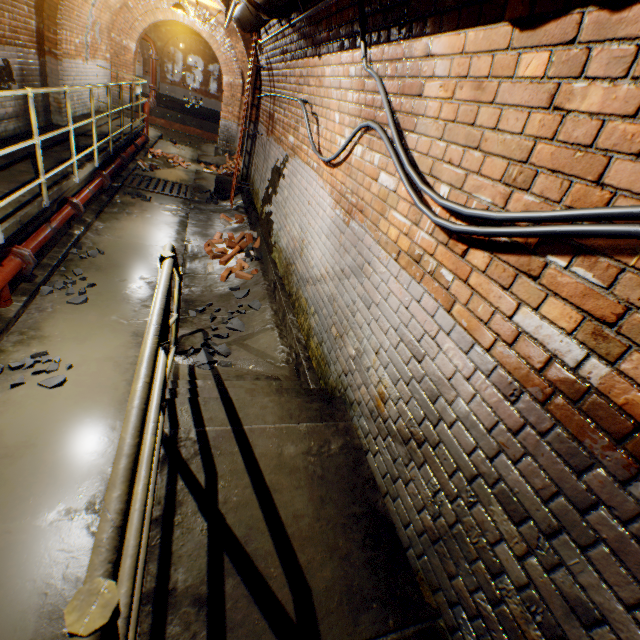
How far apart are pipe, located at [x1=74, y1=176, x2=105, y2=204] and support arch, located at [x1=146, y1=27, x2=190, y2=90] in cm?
2120

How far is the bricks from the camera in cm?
544

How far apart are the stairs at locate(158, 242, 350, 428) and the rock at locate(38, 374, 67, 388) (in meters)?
1.02

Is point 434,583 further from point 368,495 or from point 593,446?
point 593,446

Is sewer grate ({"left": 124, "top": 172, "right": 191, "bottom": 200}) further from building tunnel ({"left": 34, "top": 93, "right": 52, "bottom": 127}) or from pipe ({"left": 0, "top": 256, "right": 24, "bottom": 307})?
pipe ({"left": 0, "top": 256, "right": 24, "bottom": 307})

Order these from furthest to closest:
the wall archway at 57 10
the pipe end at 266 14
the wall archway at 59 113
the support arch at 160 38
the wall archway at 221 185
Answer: the support arch at 160 38 → the wall archway at 221 185 → the wall archway at 59 113 → the wall archway at 57 10 → the pipe end at 266 14

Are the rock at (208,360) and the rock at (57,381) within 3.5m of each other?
yes

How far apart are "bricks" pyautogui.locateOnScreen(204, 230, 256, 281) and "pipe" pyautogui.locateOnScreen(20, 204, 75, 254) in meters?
2.1
